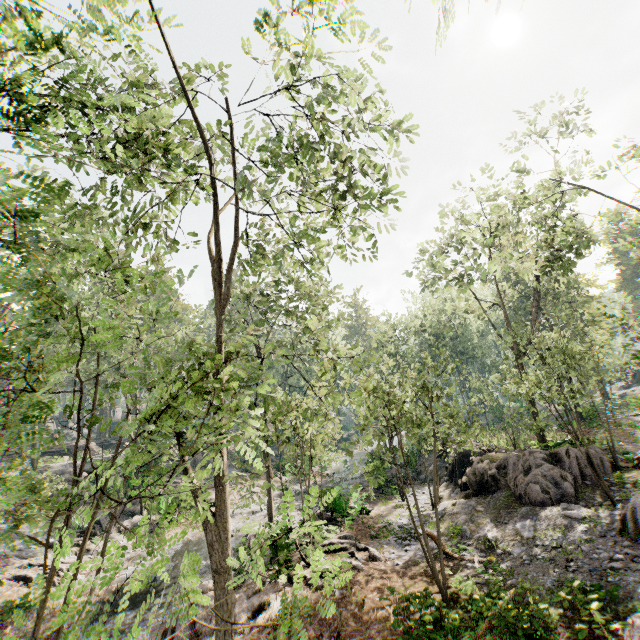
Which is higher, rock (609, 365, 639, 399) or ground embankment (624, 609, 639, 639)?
rock (609, 365, 639, 399)

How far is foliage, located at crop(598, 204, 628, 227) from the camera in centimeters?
1627cm

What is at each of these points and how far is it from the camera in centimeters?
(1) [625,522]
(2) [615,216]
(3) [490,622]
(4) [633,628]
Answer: (1) foliage, 1259cm
(2) foliage, 1642cm
(3) foliage, 1025cm
(4) ground embankment, 788cm

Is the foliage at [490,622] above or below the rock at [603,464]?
below

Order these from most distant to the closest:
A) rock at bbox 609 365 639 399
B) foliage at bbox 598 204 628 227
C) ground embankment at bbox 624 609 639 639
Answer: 1. rock at bbox 609 365 639 399
2. foliage at bbox 598 204 628 227
3. ground embankment at bbox 624 609 639 639

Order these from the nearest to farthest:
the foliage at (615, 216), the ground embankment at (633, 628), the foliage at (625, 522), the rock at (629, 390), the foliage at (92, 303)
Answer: the foliage at (92, 303)
the ground embankment at (633, 628)
the foliage at (625, 522)
the foliage at (615, 216)
the rock at (629, 390)

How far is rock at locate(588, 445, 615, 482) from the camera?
16.3m

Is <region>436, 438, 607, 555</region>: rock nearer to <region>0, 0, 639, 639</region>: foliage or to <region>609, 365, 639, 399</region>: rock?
<region>0, 0, 639, 639</region>: foliage
